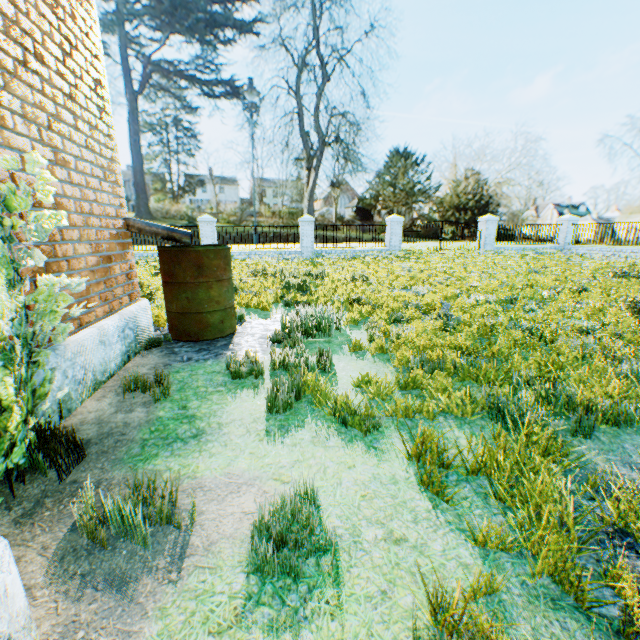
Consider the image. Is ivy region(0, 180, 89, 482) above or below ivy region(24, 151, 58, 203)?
below

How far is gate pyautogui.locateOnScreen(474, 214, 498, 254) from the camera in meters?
19.5

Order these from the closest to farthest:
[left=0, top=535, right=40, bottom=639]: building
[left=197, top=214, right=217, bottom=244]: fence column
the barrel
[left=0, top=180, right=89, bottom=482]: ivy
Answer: [left=0, top=535, right=40, bottom=639]: building → [left=0, top=180, right=89, bottom=482]: ivy → the barrel → [left=197, top=214, right=217, bottom=244]: fence column

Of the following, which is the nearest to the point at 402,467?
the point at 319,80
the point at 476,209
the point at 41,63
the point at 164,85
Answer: the point at 41,63

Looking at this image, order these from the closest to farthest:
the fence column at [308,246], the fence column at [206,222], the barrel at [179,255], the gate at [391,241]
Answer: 1. the barrel at [179,255]
2. the fence column at [206,222]
3. the fence column at [308,246]
4. the gate at [391,241]

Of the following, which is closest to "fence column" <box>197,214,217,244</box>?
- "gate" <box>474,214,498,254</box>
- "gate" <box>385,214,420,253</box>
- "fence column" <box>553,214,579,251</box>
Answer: "gate" <box>385,214,420,253</box>

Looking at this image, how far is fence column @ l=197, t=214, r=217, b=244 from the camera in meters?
16.9 m

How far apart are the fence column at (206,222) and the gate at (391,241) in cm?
976
